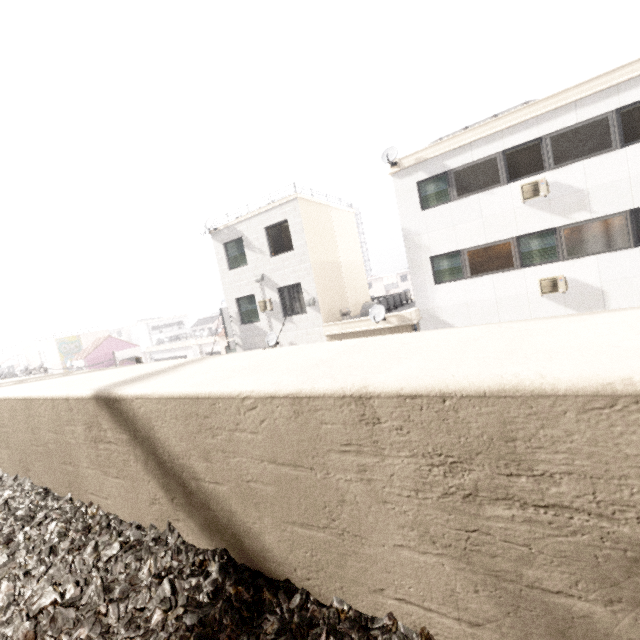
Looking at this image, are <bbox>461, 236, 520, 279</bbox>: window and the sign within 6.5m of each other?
no

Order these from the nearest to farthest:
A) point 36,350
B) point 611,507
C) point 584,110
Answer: point 611,507
point 584,110
point 36,350

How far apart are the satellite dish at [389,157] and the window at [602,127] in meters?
4.6

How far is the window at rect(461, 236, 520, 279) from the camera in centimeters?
1145cm

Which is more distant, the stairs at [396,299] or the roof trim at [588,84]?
the stairs at [396,299]

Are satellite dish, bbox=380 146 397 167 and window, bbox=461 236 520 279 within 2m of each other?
no

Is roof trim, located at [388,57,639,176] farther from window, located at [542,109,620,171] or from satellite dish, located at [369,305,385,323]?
satellite dish, located at [369,305,385,323]

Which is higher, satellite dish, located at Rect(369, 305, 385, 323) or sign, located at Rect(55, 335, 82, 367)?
sign, located at Rect(55, 335, 82, 367)
